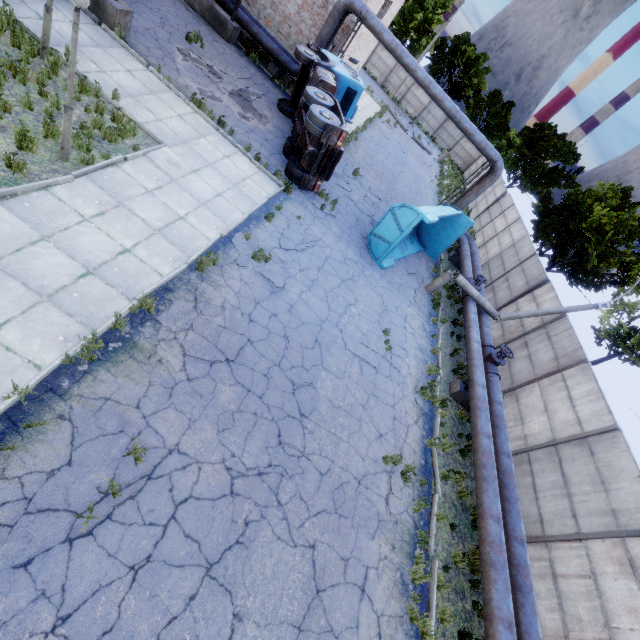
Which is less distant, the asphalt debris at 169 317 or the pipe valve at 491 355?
the asphalt debris at 169 317

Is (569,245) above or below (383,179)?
above

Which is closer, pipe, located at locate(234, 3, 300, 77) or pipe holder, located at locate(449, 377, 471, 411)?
pipe holder, located at locate(449, 377, 471, 411)

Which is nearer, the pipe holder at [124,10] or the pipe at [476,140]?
the pipe holder at [124,10]

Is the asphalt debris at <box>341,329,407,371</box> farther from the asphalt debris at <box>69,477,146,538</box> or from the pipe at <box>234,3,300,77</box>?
the asphalt debris at <box>69,477,146,538</box>

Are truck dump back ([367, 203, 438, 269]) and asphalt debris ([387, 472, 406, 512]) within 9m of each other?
yes

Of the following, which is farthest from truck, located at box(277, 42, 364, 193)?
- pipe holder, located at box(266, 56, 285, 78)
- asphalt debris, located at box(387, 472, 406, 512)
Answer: asphalt debris, located at box(387, 472, 406, 512)

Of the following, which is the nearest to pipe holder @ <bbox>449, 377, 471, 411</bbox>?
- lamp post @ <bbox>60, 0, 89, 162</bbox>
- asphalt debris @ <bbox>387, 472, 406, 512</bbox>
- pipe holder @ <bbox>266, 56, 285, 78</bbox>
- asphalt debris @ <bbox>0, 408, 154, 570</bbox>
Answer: asphalt debris @ <bbox>387, 472, 406, 512</bbox>
